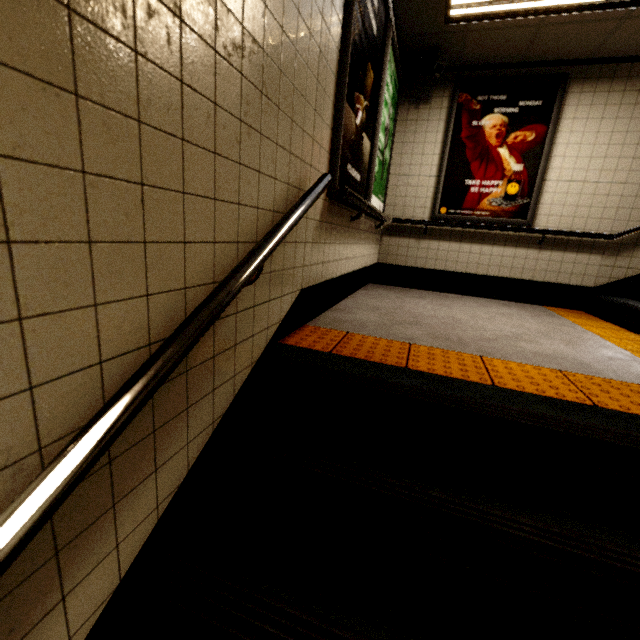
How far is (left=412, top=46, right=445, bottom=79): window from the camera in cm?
381

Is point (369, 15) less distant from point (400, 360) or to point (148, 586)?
point (400, 360)

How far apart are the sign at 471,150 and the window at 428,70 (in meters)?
0.42

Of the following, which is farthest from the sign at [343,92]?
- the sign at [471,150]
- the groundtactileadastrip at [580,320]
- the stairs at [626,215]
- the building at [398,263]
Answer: the stairs at [626,215]

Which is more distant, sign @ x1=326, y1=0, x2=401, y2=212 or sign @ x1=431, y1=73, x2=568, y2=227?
sign @ x1=431, y1=73, x2=568, y2=227

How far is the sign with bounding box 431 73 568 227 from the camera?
4.0 meters

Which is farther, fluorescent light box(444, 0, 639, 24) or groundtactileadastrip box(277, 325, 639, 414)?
fluorescent light box(444, 0, 639, 24)

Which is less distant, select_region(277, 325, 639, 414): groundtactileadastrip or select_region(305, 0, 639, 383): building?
select_region(277, 325, 639, 414): groundtactileadastrip
